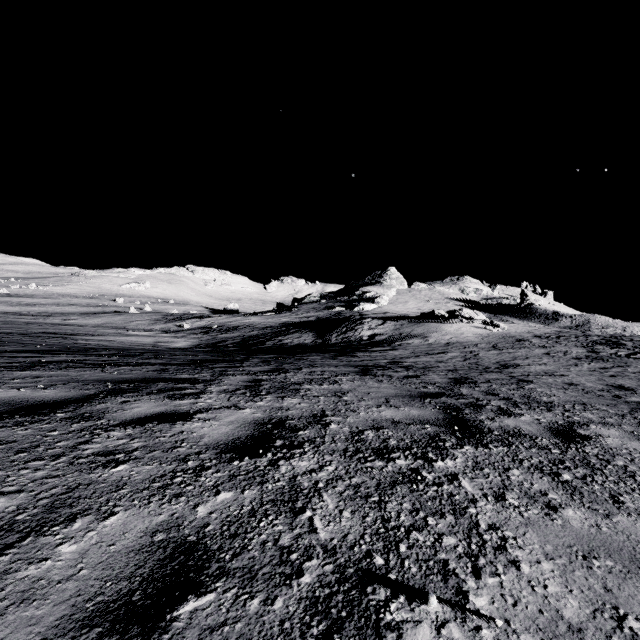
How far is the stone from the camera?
52.5m

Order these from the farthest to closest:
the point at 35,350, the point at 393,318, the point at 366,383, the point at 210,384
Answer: the point at 393,318 < the point at 35,350 < the point at 366,383 < the point at 210,384

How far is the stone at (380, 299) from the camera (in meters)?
52.50
